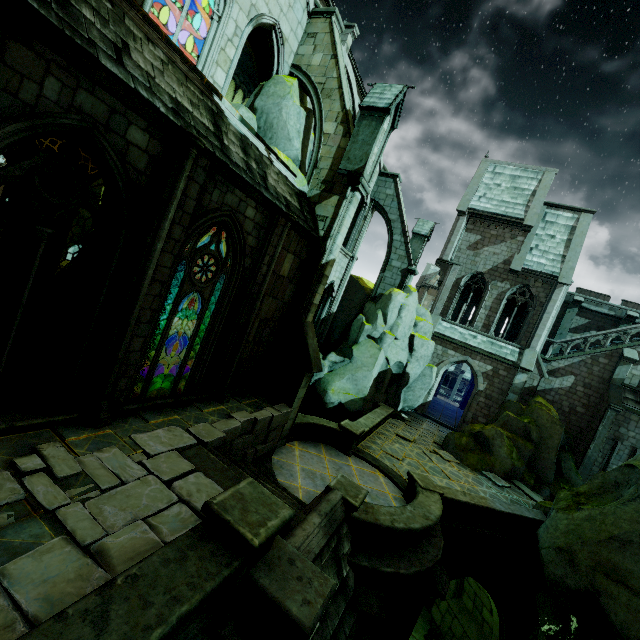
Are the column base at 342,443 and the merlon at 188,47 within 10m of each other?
no

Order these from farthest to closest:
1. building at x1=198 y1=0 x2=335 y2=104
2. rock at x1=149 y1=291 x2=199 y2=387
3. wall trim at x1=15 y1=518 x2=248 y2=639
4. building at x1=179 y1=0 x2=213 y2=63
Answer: building at x1=179 y1=0 x2=213 y2=63
building at x1=198 y1=0 x2=335 y2=104
rock at x1=149 y1=291 x2=199 y2=387
wall trim at x1=15 y1=518 x2=248 y2=639

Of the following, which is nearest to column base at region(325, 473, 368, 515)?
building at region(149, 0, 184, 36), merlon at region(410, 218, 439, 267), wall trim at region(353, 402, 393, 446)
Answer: wall trim at region(353, 402, 393, 446)

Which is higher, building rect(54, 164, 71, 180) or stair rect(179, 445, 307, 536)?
building rect(54, 164, 71, 180)

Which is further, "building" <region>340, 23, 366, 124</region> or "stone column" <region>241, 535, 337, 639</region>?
"building" <region>340, 23, 366, 124</region>

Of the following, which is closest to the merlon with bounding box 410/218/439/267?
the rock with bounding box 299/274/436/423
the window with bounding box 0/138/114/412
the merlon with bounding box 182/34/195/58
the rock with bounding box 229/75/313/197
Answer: the rock with bounding box 299/274/436/423

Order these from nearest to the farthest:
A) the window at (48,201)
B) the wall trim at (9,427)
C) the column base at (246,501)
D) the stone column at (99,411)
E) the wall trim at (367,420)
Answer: the column base at (246,501)
the window at (48,201)
the wall trim at (9,427)
the stone column at (99,411)
the wall trim at (367,420)

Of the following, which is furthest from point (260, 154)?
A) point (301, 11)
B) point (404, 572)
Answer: point (404, 572)
